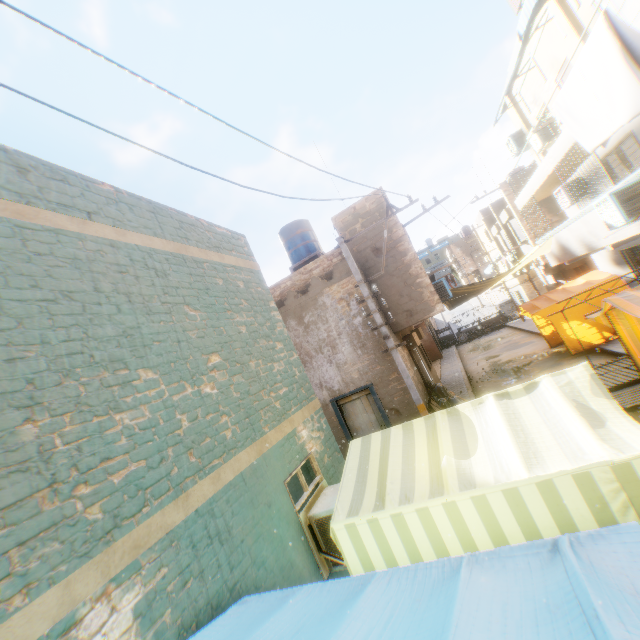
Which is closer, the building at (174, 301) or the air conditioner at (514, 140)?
the building at (174, 301)

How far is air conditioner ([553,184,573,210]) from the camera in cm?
1221

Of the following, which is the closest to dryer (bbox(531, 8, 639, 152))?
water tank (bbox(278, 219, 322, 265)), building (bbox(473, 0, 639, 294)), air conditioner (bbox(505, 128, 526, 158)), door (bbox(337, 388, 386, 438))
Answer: building (bbox(473, 0, 639, 294))

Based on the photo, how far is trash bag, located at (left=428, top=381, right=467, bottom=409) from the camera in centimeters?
1110cm

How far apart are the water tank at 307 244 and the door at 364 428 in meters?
6.5

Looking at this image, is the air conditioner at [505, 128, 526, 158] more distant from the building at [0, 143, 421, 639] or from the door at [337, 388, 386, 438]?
the door at [337, 388, 386, 438]

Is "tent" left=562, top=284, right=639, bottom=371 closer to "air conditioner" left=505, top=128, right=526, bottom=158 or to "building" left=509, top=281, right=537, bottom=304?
"building" left=509, top=281, right=537, bottom=304

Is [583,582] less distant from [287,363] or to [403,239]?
[287,363]
